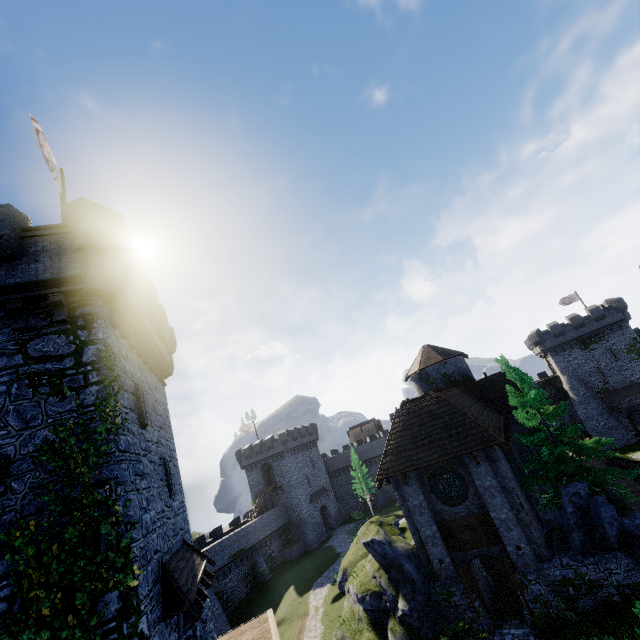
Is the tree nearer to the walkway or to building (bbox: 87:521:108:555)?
the walkway

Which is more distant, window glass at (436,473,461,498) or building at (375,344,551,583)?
Answer: window glass at (436,473,461,498)

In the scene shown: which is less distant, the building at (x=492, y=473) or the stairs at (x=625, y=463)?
the building at (x=492, y=473)

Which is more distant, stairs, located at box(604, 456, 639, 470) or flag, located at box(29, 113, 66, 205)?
stairs, located at box(604, 456, 639, 470)

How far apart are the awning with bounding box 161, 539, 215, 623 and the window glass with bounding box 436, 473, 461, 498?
11.62m

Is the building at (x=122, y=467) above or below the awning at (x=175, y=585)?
above

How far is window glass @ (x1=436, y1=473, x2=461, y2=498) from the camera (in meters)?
17.09

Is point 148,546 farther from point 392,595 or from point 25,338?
point 392,595
